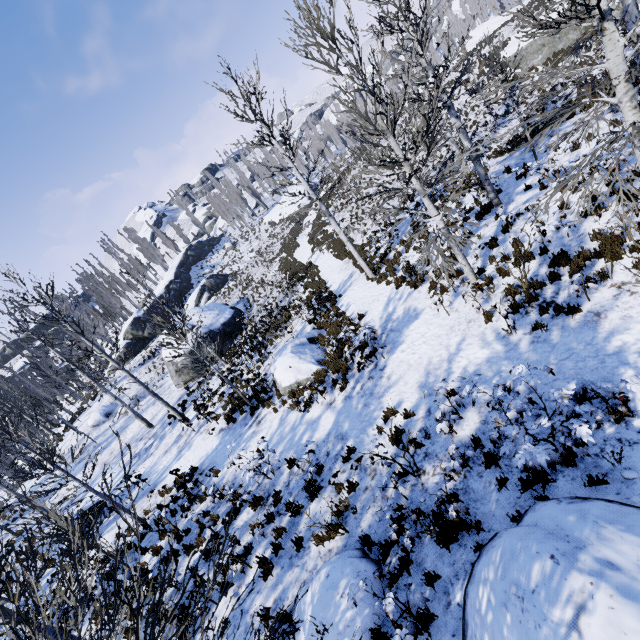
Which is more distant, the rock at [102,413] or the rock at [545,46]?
the rock at [102,413]

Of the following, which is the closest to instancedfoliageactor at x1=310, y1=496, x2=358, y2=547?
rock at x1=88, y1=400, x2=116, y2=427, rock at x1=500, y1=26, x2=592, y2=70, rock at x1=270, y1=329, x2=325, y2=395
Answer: rock at x1=88, y1=400, x2=116, y2=427

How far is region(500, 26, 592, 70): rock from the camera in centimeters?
2319cm

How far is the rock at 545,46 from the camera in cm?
2319

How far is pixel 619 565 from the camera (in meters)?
3.08

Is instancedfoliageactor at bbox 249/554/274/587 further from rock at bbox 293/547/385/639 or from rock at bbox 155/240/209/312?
rock at bbox 293/547/385/639

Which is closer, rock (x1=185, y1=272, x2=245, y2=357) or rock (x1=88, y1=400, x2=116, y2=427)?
rock (x1=185, y1=272, x2=245, y2=357)

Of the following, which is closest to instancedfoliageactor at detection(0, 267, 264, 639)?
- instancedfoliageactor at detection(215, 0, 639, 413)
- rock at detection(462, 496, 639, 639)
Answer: rock at detection(462, 496, 639, 639)
